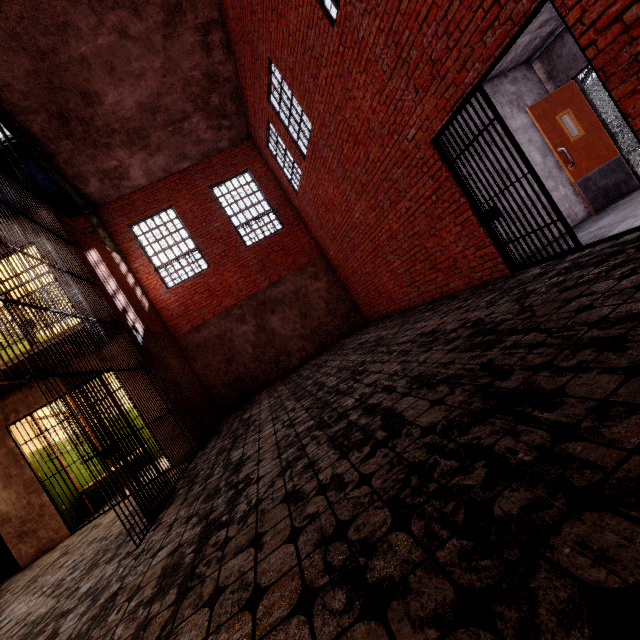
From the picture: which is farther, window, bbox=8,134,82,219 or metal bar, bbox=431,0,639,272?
window, bbox=8,134,82,219

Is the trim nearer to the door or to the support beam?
the support beam

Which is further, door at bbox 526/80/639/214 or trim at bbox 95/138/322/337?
trim at bbox 95/138/322/337

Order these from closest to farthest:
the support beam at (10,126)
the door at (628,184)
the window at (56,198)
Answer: the door at (628,184)
the support beam at (10,126)
the window at (56,198)

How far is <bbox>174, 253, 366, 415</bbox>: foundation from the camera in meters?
10.6

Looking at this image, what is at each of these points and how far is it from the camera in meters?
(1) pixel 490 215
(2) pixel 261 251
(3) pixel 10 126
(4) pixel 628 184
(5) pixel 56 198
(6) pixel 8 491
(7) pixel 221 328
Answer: (1) metal bar, 4.8
(2) trim, 11.3
(3) support beam, 7.7
(4) door, 5.6
(5) window, 9.9
(6) building, 5.9
(7) foundation, 10.8

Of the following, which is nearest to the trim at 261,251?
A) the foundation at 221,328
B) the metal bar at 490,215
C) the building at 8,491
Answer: the foundation at 221,328

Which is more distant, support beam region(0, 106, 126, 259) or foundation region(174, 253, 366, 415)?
foundation region(174, 253, 366, 415)
